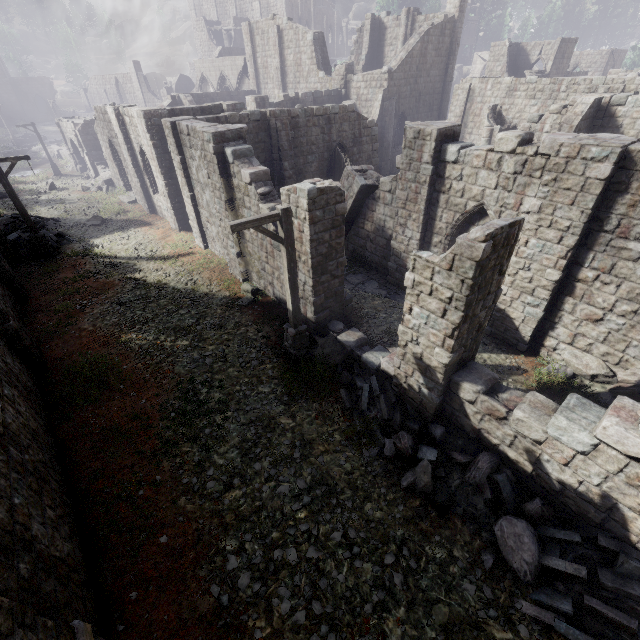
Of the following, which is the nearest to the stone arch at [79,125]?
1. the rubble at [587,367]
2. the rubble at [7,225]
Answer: the rubble at [7,225]

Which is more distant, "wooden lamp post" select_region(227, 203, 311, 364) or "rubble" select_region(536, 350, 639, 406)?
"rubble" select_region(536, 350, 639, 406)

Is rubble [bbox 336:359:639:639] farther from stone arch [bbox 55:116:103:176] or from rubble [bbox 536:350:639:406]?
stone arch [bbox 55:116:103:176]

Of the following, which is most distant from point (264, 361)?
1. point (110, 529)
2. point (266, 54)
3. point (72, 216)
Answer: point (266, 54)

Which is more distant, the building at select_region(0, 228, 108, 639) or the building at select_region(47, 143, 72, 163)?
the building at select_region(47, 143, 72, 163)

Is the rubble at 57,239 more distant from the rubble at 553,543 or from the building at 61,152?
the rubble at 553,543

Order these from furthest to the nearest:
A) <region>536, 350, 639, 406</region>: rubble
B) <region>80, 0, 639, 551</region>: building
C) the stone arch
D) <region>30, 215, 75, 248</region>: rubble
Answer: the stone arch
<region>30, 215, 75, 248</region>: rubble
<region>536, 350, 639, 406</region>: rubble
<region>80, 0, 639, 551</region>: building

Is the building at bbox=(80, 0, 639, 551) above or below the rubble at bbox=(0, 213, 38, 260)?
above
